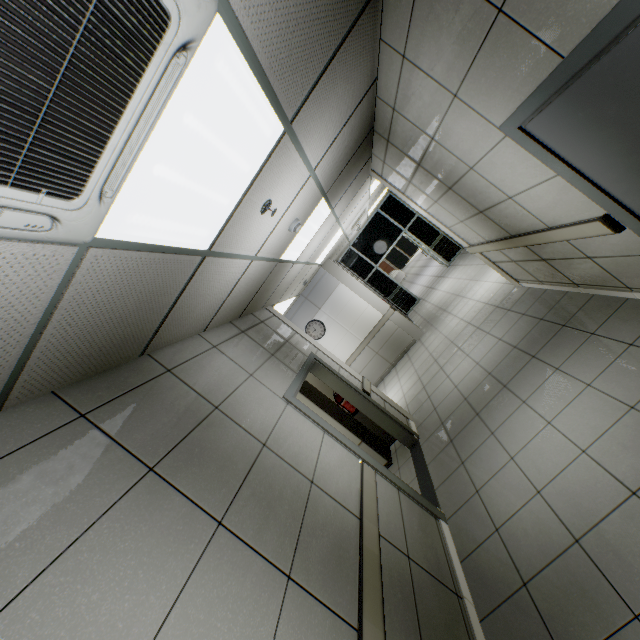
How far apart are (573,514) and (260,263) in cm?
350

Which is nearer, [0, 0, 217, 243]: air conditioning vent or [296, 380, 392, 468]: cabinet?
[0, 0, 217, 243]: air conditioning vent

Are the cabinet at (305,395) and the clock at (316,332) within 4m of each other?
yes

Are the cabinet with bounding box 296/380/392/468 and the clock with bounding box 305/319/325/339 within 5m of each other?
yes

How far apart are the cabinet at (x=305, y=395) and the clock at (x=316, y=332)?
3.3m

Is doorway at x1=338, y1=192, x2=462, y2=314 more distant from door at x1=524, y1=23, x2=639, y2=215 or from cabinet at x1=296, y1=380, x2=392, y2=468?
door at x1=524, y1=23, x2=639, y2=215

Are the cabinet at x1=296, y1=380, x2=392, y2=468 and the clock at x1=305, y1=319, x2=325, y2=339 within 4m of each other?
yes

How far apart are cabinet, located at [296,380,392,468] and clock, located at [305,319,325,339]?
3.3m
